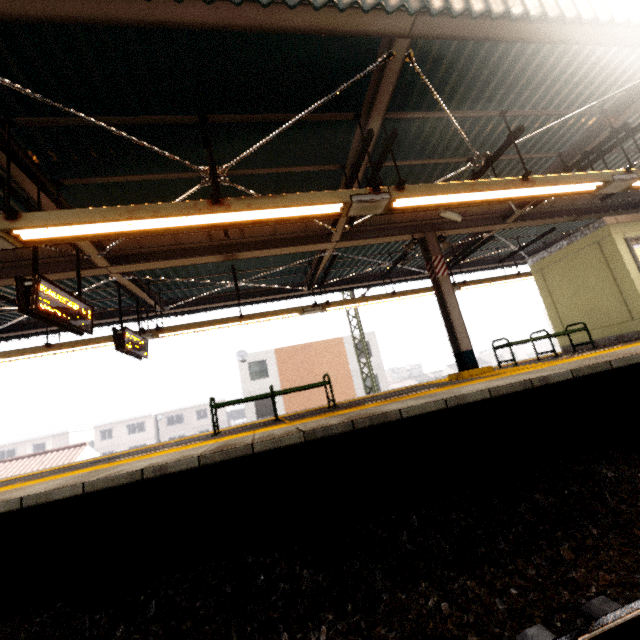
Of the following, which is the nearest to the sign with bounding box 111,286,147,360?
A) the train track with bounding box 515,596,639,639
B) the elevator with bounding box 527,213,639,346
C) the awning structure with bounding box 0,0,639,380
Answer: the awning structure with bounding box 0,0,639,380

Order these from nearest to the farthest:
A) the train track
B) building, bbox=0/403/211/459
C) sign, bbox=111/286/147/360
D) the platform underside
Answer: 1. the train track
2. the platform underside
3. sign, bbox=111/286/147/360
4. building, bbox=0/403/211/459

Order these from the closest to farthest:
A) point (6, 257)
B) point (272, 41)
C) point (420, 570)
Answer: point (420, 570) < point (272, 41) < point (6, 257)

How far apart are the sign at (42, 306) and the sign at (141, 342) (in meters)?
1.34

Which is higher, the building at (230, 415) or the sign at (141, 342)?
the sign at (141, 342)

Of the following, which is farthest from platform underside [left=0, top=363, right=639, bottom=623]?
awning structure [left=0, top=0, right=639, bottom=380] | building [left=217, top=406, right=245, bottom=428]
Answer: building [left=217, top=406, right=245, bottom=428]

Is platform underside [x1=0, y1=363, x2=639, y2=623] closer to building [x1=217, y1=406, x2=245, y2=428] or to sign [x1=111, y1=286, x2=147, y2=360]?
sign [x1=111, y1=286, x2=147, y2=360]

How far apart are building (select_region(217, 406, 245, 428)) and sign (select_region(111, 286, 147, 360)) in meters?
42.9 m
